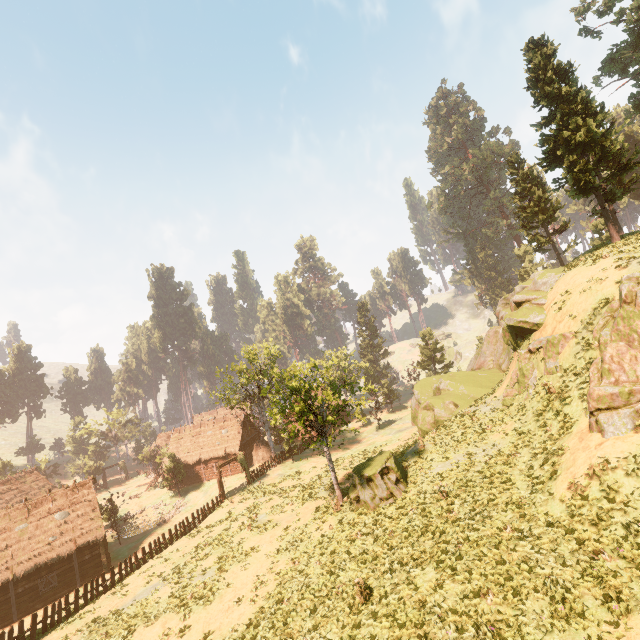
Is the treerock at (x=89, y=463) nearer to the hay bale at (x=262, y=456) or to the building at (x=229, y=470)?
the building at (x=229, y=470)

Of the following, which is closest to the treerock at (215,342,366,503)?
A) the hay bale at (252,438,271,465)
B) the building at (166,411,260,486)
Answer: the building at (166,411,260,486)

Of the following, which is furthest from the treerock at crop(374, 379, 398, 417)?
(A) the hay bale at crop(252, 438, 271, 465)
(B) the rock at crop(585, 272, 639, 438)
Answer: (B) the rock at crop(585, 272, 639, 438)

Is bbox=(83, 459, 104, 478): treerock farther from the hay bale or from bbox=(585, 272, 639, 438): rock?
bbox=(585, 272, 639, 438): rock

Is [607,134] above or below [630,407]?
above

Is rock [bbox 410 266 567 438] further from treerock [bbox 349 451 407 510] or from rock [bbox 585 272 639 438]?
treerock [bbox 349 451 407 510]

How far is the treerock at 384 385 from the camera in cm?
4839

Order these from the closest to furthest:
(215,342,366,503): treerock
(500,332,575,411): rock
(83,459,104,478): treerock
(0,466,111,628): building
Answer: (500,332,575,411): rock, (215,342,366,503): treerock, (0,466,111,628): building, (83,459,104,478): treerock
